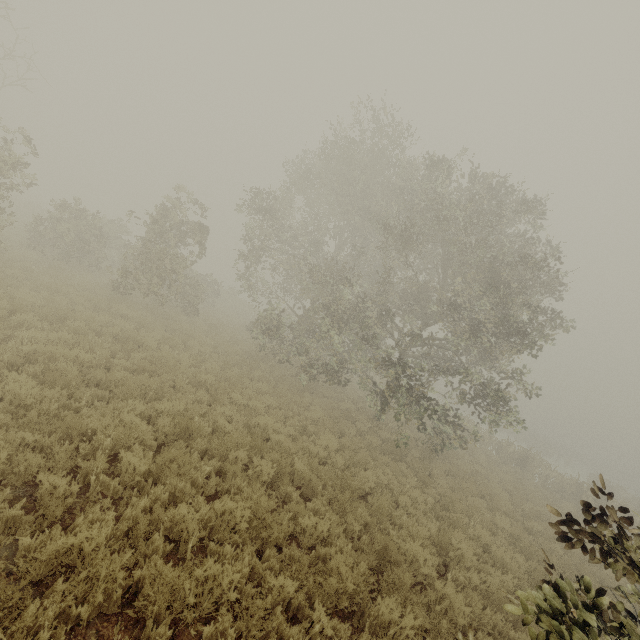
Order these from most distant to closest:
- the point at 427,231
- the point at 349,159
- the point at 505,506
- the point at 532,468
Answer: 1. the point at 532,468
2. the point at 349,159
3. the point at 427,231
4. the point at 505,506
